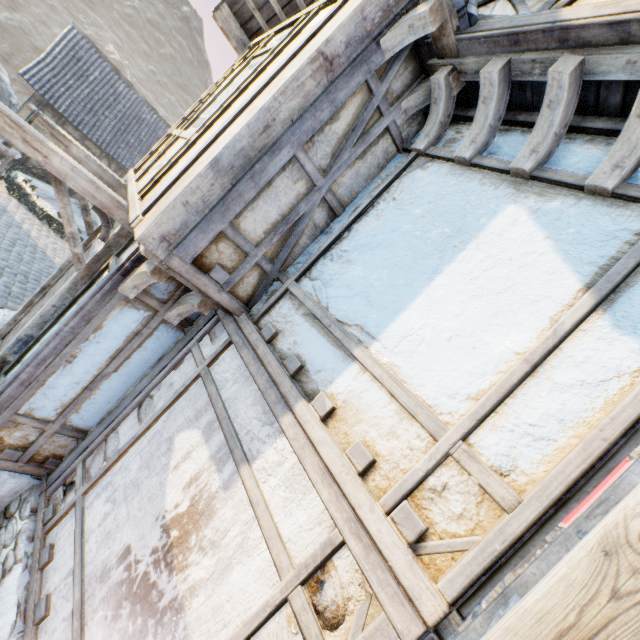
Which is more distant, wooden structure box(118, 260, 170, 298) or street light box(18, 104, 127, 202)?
street light box(18, 104, 127, 202)

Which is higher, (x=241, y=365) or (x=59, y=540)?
(x=241, y=365)

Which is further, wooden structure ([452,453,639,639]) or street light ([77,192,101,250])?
street light ([77,192,101,250])

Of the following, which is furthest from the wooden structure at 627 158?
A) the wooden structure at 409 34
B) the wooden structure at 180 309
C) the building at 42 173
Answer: the building at 42 173

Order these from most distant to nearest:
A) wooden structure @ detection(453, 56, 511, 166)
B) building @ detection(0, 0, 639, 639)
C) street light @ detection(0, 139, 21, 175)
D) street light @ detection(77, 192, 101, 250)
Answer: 1. street light @ detection(77, 192, 101, 250)
2. street light @ detection(0, 139, 21, 175)
3. wooden structure @ detection(453, 56, 511, 166)
4. building @ detection(0, 0, 639, 639)

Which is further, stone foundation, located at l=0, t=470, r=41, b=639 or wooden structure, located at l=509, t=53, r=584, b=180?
A: stone foundation, located at l=0, t=470, r=41, b=639

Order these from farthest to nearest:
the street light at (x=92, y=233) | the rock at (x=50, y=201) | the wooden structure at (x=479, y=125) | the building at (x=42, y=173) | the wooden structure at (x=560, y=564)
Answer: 1. the building at (x=42, y=173)
2. the rock at (x=50, y=201)
3. the street light at (x=92, y=233)
4. the wooden structure at (x=479, y=125)
5. the wooden structure at (x=560, y=564)

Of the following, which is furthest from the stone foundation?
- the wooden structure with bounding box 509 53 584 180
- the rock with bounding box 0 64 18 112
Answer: the rock with bounding box 0 64 18 112
